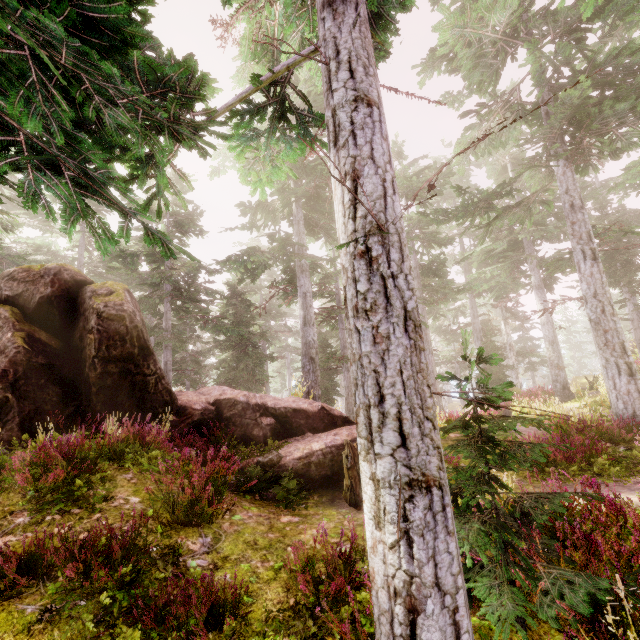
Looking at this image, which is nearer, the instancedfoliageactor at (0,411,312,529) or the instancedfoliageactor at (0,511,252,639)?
the instancedfoliageactor at (0,511,252,639)

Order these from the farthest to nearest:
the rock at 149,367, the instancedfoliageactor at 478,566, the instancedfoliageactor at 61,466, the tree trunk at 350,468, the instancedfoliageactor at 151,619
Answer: the rock at 149,367 < the tree trunk at 350,468 < the instancedfoliageactor at 61,466 < the instancedfoliageactor at 151,619 < the instancedfoliageactor at 478,566

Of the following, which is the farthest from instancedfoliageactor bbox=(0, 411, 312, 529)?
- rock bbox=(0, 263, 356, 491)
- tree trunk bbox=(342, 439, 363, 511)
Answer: tree trunk bbox=(342, 439, 363, 511)

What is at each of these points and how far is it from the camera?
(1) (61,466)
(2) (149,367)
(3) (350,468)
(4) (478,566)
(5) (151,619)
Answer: (1) instancedfoliageactor, 5.4 meters
(2) rock, 9.6 meters
(3) tree trunk, 6.9 meters
(4) instancedfoliageactor, 3.1 meters
(5) instancedfoliageactor, 3.5 meters

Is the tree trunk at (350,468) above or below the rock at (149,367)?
below

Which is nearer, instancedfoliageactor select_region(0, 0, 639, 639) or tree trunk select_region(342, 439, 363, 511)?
instancedfoliageactor select_region(0, 0, 639, 639)

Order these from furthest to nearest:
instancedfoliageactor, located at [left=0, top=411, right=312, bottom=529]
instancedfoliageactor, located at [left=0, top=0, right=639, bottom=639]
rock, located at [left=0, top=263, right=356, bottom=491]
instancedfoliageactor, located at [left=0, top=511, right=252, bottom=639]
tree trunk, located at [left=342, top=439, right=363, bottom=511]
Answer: rock, located at [left=0, top=263, right=356, bottom=491] < tree trunk, located at [left=342, top=439, right=363, bottom=511] < instancedfoliageactor, located at [left=0, top=411, right=312, bottom=529] < instancedfoliageactor, located at [left=0, top=511, right=252, bottom=639] < instancedfoliageactor, located at [left=0, top=0, right=639, bottom=639]
